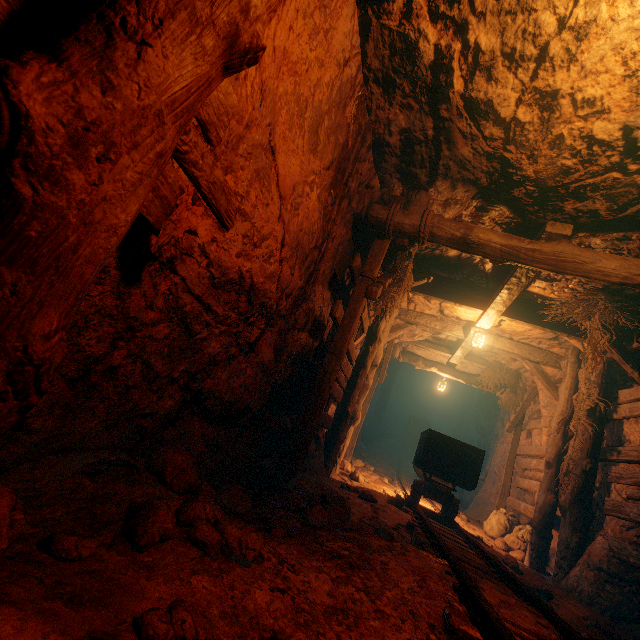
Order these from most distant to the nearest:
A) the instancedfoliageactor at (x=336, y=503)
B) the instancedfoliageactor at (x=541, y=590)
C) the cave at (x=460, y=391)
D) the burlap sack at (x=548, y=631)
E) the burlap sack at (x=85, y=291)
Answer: the cave at (x=460, y=391)
the instancedfoliageactor at (x=541, y=590)
the instancedfoliageactor at (x=336, y=503)
the burlap sack at (x=548, y=631)
the burlap sack at (x=85, y=291)

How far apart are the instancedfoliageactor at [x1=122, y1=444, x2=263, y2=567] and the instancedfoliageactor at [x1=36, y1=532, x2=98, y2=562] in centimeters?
22cm

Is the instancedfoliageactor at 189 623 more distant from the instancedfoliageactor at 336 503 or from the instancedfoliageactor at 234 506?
the instancedfoliageactor at 336 503

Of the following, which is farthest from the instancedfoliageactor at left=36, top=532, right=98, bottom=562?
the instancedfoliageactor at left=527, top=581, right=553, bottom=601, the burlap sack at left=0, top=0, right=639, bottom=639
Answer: the instancedfoliageactor at left=527, top=581, right=553, bottom=601

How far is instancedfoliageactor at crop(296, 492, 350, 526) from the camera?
2.8m

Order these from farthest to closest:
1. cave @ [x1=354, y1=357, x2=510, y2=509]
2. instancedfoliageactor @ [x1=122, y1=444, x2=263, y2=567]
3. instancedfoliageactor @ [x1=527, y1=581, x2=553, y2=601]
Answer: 1. cave @ [x1=354, y1=357, x2=510, y2=509]
2. instancedfoliageactor @ [x1=527, y1=581, x2=553, y2=601]
3. instancedfoliageactor @ [x1=122, y1=444, x2=263, y2=567]

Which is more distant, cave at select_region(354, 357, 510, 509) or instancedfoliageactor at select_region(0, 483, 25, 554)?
cave at select_region(354, 357, 510, 509)

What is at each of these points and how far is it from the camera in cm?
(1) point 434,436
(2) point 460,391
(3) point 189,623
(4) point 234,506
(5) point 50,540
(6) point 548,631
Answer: (1) tracks, 616
(2) cave, 1966
(3) instancedfoliageactor, 108
(4) instancedfoliageactor, 260
(5) instancedfoliageactor, 124
(6) burlap sack, 224
